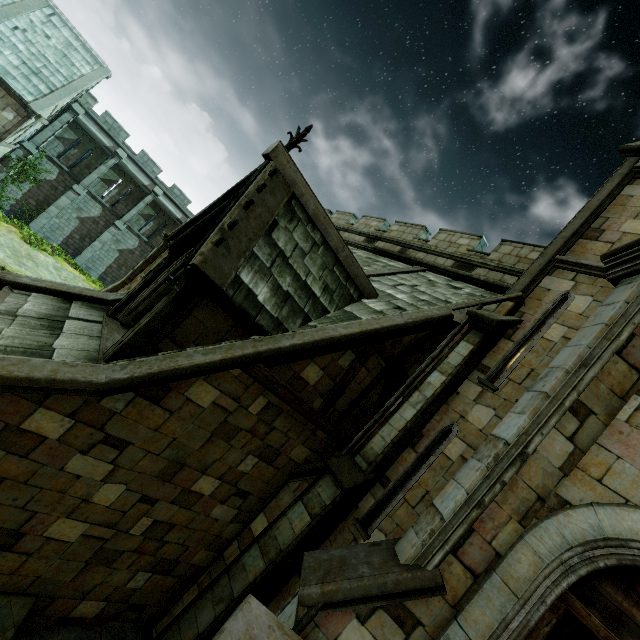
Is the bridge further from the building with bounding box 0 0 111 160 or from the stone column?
the stone column

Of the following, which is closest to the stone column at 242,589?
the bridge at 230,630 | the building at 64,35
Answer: the building at 64,35

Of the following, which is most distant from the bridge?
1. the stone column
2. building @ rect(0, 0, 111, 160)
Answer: the stone column

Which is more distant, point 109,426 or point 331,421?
point 331,421

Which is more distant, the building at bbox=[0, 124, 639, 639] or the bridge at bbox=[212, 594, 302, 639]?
the building at bbox=[0, 124, 639, 639]

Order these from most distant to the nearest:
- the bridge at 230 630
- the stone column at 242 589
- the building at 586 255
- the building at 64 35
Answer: the building at 64 35
the stone column at 242 589
the building at 586 255
the bridge at 230 630

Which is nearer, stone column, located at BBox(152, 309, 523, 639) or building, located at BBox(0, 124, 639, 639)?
building, located at BBox(0, 124, 639, 639)
